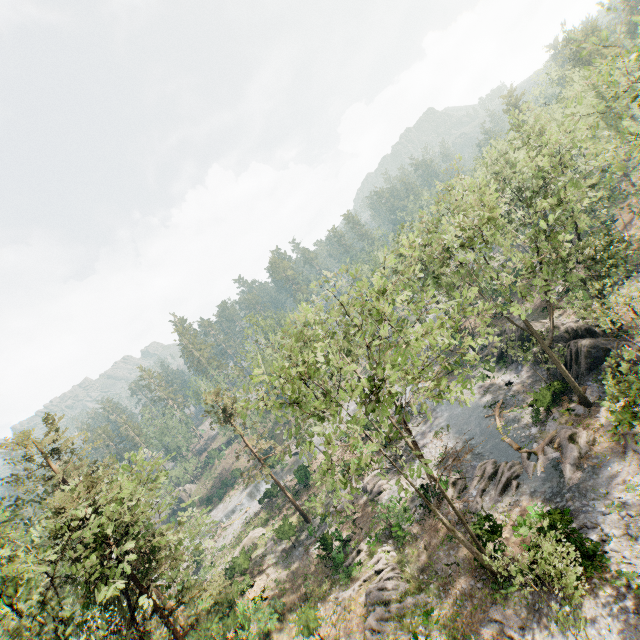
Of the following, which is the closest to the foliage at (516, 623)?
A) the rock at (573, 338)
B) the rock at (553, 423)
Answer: the rock at (553, 423)

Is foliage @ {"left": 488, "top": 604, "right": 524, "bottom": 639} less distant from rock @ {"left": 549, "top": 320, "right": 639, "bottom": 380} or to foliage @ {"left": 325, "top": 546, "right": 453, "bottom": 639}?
foliage @ {"left": 325, "top": 546, "right": 453, "bottom": 639}

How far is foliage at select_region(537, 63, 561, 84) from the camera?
41.44m

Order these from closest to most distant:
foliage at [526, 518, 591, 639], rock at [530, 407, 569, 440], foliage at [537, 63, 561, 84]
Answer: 1. foliage at [526, 518, 591, 639]
2. rock at [530, 407, 569, 440]
3. foliage at [537, 63, 561, 84]

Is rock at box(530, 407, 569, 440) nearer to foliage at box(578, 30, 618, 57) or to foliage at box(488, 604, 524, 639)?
foliage at box(578, 30, 618, 57)

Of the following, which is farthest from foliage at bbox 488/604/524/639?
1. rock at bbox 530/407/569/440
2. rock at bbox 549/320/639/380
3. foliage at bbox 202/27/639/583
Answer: rock at bbox 549/320/639/380

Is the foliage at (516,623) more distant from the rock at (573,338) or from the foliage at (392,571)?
the rock at (573,338)

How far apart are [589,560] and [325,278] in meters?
20.0
